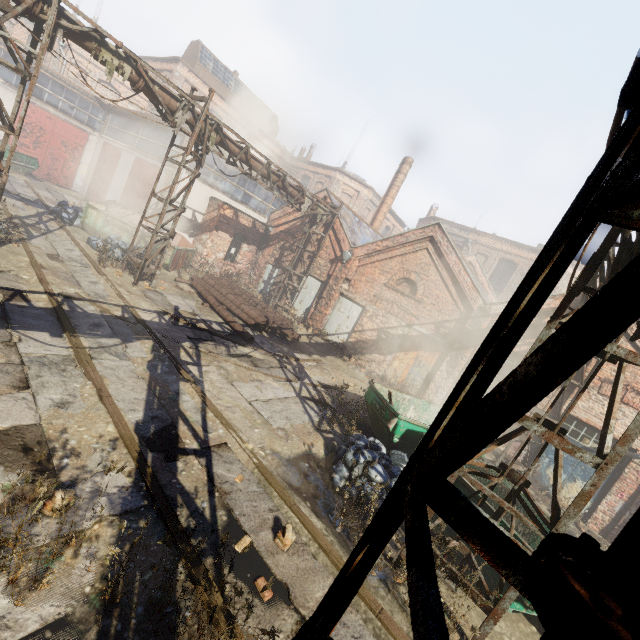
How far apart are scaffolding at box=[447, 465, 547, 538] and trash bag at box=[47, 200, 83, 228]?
18.3m

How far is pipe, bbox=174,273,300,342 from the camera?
12.7m

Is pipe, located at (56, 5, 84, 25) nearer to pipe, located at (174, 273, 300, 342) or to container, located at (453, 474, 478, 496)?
container, located at (453, 474, 478, 496)

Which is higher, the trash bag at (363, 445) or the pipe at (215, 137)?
the pipe at (215, 137)

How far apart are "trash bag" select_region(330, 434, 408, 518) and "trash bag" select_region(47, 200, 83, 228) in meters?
16.1 m

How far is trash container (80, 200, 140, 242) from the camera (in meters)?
14.70

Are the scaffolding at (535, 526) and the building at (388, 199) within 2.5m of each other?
no

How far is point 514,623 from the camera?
5.38m
